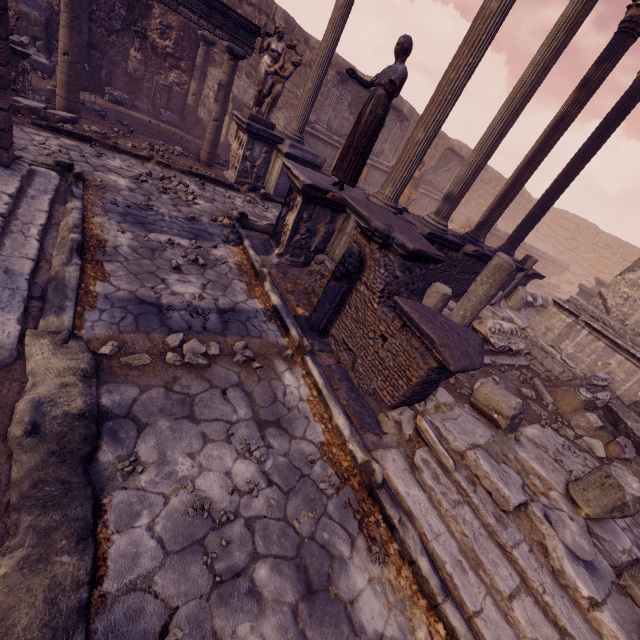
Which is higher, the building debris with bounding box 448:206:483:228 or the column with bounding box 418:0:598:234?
the column with bounding box 418:0:598:234

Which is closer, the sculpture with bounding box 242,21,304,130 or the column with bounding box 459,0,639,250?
the column with bounding box 459,0,639,250

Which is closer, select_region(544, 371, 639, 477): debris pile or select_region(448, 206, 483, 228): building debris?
select_region(544, 371, 639, 477): debris pile

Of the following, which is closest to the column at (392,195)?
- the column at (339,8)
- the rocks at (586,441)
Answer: the column at (339,8)

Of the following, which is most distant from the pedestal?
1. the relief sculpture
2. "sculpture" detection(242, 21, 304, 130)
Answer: "sculpture" detection(242, 21, 304, 130)

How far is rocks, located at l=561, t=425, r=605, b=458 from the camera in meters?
5.3

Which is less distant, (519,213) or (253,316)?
(253,316)

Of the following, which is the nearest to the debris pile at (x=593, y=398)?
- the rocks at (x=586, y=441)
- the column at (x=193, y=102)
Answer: the rocks at (x=586, y=441)
